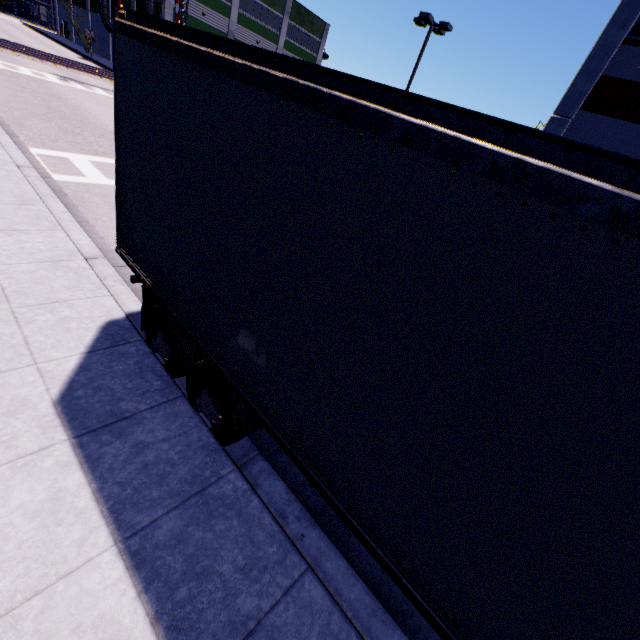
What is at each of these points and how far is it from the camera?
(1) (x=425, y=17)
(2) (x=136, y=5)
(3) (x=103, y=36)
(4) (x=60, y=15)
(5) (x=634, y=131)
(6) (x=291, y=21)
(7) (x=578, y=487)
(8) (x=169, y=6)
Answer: (1) light, 18.2 meters
(2) building, 39.3 meters
(3) building, 46.7 meters
(4) building, 55.6 meters
(5) building, 15.3 meters
(6) building, 45.6 meters
(7) semi trailer, 1.5 meters
(8) building, 35.6 meters

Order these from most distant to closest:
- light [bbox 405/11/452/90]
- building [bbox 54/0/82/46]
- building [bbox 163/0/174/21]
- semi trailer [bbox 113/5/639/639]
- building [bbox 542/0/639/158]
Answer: building [bbox 54/0/82/46]
building [bbox 163/0/174/21]
light [bbox 405/11/452/90]
building [bbox 542/0/639/158]
semi trailer [bbox 113/5/639/639]

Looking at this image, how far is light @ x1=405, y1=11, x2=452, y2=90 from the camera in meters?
18.3 m

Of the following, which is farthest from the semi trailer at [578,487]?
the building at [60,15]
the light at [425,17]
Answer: the light at [425,17]

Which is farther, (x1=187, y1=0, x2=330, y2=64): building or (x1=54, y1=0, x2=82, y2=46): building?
(x1=54, y1=0, x2=82, y2=46): building

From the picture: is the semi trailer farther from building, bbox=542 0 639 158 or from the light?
the light

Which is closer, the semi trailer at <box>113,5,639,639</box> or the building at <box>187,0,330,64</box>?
the semi trailer at <box>113,5,639,639</box>
